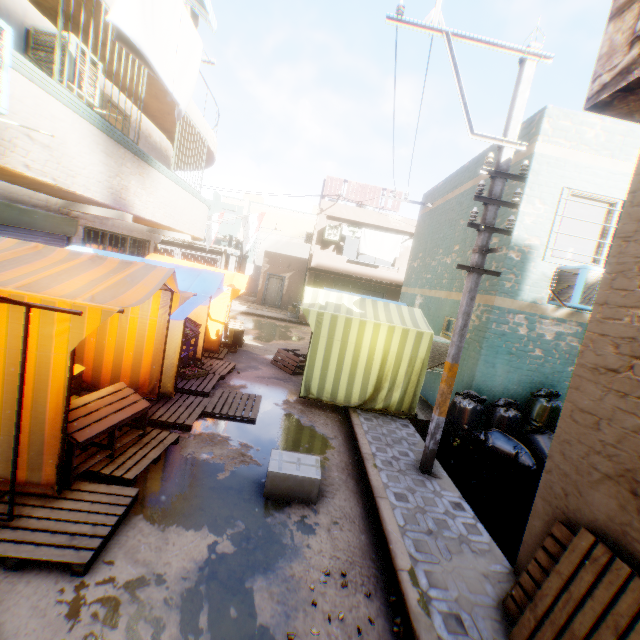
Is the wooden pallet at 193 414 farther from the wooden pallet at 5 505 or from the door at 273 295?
the door at 273 295

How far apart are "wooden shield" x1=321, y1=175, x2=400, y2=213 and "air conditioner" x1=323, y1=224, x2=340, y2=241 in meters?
0.6

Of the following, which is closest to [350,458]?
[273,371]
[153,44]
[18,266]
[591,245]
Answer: [273,371]

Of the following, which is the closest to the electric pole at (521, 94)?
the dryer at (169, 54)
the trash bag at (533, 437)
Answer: the trash bag at (533, 437)

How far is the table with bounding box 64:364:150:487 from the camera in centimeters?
363cm

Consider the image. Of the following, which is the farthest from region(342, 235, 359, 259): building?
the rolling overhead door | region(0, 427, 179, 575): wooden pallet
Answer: region(0, 427, 179, 575): wooden pallet

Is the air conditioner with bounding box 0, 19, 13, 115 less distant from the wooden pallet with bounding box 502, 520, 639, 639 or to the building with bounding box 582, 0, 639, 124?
the building with bounding box 582, 0, 639, 124

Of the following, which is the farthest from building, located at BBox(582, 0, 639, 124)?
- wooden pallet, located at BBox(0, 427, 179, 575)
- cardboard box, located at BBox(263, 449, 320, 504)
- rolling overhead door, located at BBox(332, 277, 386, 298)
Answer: cardboard box, located at BBox(263, 449, 320, 504)
